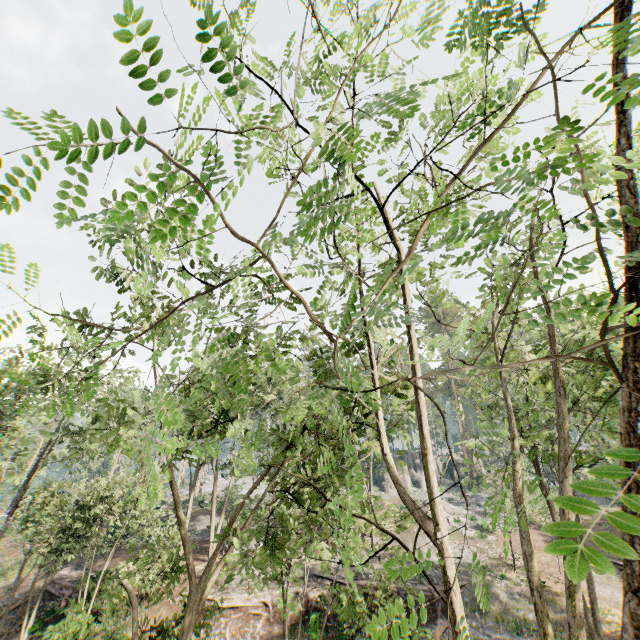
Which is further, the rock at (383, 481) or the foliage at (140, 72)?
the rock at (383, 481)

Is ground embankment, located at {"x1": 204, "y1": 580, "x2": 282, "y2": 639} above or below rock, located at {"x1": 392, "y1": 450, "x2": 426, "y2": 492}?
below

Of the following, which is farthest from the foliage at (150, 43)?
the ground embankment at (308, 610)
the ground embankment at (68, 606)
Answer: the ground embankment at (308, 610)

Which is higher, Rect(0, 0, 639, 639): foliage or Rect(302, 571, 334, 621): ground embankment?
Rect(0, 0, 639, 639): foliage

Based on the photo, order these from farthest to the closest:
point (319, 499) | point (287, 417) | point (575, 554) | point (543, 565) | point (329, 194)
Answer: point (287, 417), point (543, 565), point (319, 499), point (329, 194), point (575, 554)

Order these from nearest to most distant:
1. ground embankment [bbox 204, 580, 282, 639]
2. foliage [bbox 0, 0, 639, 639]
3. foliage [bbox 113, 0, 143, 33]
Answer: foliage [bbox 113, 0, 143, 33] < foliage [bbox 0, 0, 639, 639] < ground embankment [bbox 204, 580, 282, 639]

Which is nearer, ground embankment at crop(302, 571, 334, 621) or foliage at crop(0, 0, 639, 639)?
foliage at crop(0, 0, 639, 639)
